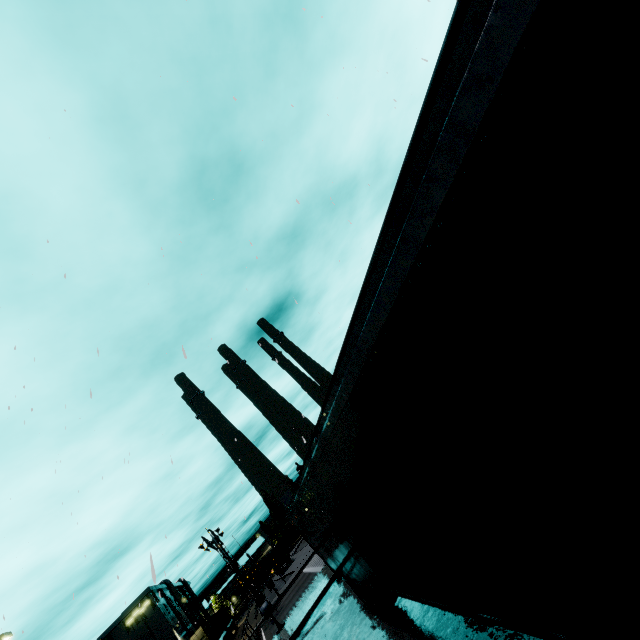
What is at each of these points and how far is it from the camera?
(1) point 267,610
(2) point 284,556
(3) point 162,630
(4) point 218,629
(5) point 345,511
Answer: (1) railroad crossing gate, 19.1m
(2) semi trailer, 50.8m
(3) building, 53.6m
(4) cargo container, 40.5m
(5) semi trailer, 5.5m

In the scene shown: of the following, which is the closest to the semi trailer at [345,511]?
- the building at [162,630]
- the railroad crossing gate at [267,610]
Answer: the building at [162,630]

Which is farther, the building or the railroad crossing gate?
the building

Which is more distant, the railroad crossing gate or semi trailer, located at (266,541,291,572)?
semi trailer, located at (266,541,291,572)

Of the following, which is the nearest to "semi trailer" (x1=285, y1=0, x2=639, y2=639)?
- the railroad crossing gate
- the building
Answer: the building

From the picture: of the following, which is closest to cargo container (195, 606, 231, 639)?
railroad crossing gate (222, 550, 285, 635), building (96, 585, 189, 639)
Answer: building (96, 585, 189, 639)

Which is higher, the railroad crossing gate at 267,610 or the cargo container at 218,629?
the cargo container at 218,629

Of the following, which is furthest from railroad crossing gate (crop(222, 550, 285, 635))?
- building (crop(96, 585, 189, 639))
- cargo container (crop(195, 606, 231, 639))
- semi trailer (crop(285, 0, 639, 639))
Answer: cargo container (crop(195, 606, 231, 639))
